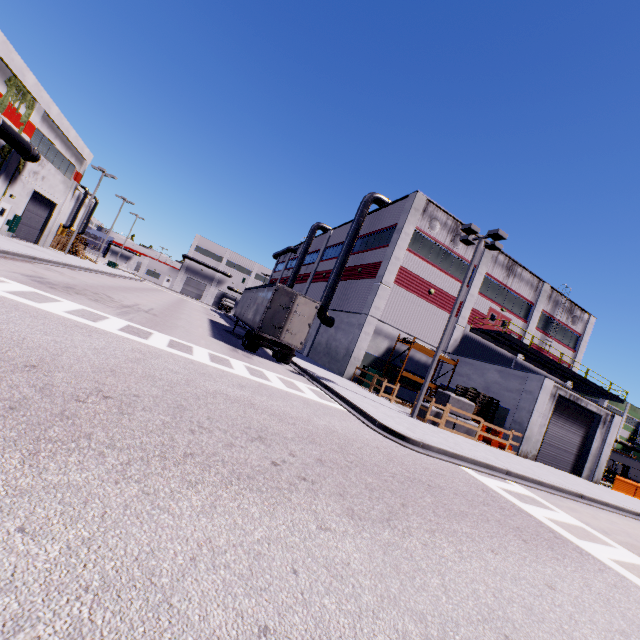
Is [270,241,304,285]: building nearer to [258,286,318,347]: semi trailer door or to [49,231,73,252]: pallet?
[258,286,318,347]: semi trailer door

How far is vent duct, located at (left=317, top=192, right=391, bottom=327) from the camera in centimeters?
2770cm

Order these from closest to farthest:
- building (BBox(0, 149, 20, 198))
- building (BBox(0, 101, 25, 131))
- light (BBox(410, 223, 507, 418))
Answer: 1. light (BBox(410, 223, 507, 418))
2. building (BBox(0, 101, 25, 131))
3. building (BBox(0, 149, 20, 198))

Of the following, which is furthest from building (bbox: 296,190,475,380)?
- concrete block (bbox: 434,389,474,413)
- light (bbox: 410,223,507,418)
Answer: light (bbox: 410,223,507,418)

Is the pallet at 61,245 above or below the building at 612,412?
below

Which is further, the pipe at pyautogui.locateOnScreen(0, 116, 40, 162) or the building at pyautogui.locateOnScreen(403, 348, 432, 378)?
the building at pyautogui.locateOnScreen(403, 348, 432, 378)

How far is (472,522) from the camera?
5.7 meters

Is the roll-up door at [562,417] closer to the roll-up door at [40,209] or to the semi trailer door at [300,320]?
the semi trailer door at [300,320]
